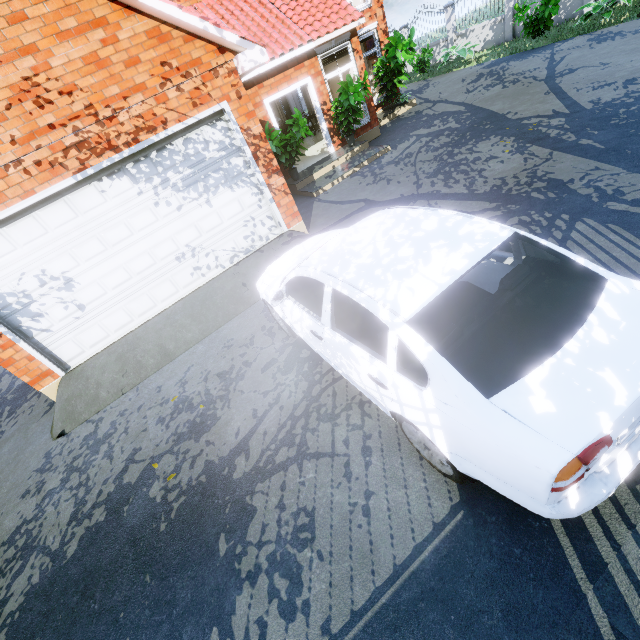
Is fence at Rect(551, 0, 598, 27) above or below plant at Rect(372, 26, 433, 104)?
below

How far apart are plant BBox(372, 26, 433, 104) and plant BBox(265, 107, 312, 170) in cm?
641

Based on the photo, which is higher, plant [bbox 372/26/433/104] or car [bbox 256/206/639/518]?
plant [bbox 372/26/433/104]

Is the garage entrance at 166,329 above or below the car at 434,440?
below

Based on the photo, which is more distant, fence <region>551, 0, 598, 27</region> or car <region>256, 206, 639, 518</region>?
fence <region>551, 0, 598, 27</region>

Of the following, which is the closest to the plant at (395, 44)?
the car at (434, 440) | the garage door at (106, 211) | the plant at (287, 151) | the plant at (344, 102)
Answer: the plant at (344, 102)

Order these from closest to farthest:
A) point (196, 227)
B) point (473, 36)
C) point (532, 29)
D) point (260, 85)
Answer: point (196, 227), point (260, 85), point (532, 29), point (473, 36)

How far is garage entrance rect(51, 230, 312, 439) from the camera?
5.3 meters
